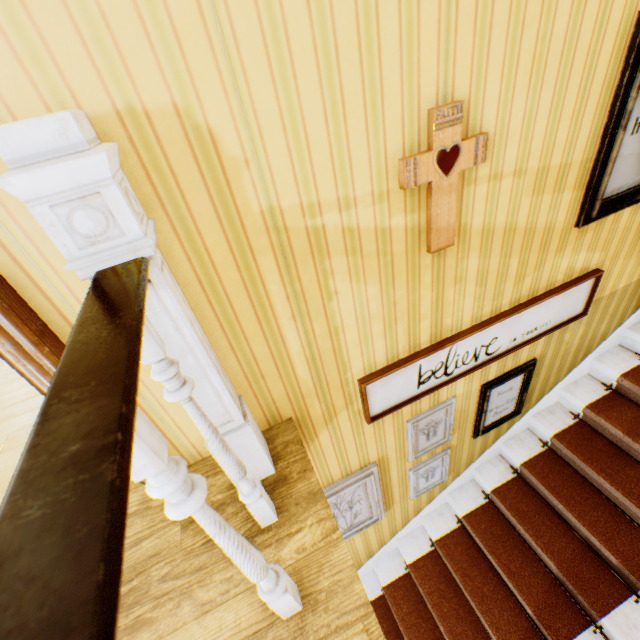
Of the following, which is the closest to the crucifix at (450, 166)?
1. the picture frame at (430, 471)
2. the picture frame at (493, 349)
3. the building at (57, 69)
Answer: the building at (57, 69)

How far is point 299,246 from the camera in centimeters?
137cm

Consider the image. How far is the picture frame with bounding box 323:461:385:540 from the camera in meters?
2.5

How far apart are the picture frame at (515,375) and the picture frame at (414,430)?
0.3 meters

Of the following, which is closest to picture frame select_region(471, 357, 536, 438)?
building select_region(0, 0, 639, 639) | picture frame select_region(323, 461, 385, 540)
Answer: building select_region(0, 0, 639, 639)

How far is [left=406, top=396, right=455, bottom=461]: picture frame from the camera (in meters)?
2.47

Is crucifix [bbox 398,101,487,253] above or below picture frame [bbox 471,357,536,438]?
above

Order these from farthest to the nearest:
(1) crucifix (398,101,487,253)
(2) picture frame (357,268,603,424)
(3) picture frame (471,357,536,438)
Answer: (3) picture frame (471,357,536,438)
(2) picture frame (357,268,603,424)
(1) crucifix (398,101,487,253)
